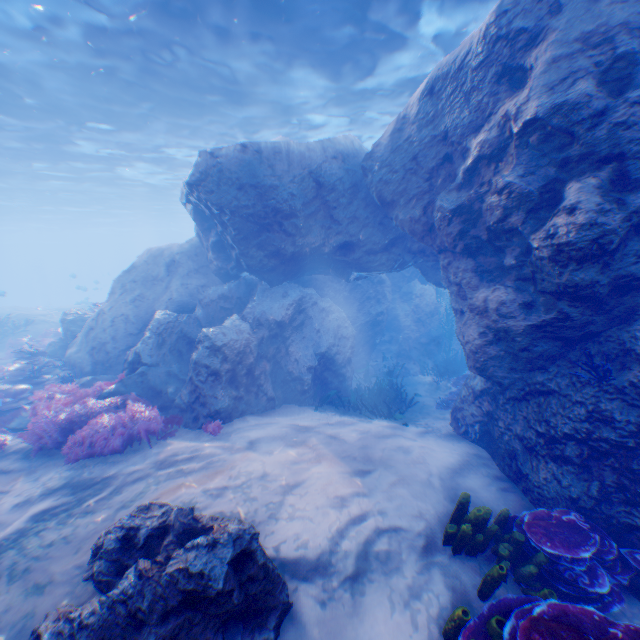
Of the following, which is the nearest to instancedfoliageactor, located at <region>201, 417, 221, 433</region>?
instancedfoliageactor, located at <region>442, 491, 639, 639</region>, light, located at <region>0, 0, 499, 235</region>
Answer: instancedfoliageactor, located at <region>442, 491, 639, 639</region>

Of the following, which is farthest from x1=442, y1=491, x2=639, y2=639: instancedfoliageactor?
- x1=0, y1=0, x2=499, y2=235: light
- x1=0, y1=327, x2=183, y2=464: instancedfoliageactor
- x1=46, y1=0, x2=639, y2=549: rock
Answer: x1=0, y1=0, x2=499, y2=235: light

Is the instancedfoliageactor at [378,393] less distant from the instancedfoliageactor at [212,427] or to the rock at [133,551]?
the rock at [133,551]

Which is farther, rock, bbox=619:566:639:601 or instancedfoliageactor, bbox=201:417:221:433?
instancedfoliageactor, bbox=201:417:221:433

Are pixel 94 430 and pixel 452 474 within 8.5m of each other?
yes

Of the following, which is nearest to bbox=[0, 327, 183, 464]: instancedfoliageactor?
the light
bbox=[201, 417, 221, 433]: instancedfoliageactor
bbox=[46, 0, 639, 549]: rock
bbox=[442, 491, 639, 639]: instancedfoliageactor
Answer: bbox=[46, 0, 639, 549]: rock

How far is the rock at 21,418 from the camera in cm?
852
